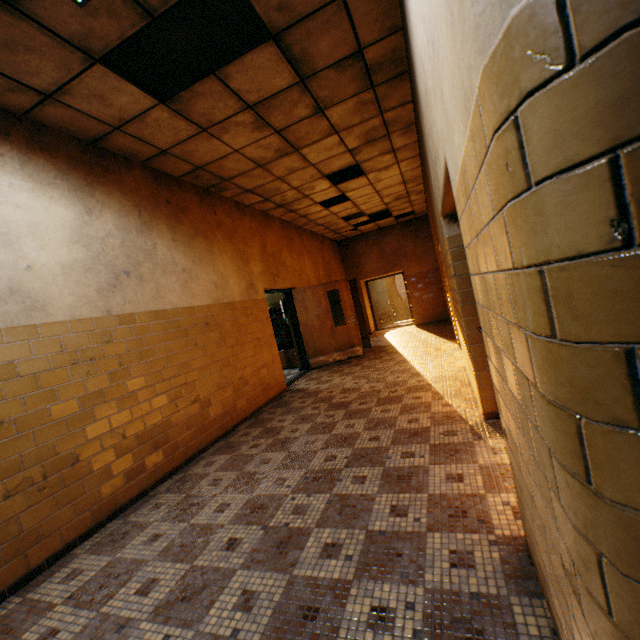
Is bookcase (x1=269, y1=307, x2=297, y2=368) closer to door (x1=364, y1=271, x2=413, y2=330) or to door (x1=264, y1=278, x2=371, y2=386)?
door (x1=264, y1=278, x2=371, y2=386)

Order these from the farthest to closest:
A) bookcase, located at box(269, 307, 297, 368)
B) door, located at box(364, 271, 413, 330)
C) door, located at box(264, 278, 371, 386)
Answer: door, located at box(364, 271, 413, 330) → bookcase, located at box(269, 307, 297, 368) → door, located at box(264, 278, 371, 386)

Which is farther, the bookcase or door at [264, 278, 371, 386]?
the bookcase

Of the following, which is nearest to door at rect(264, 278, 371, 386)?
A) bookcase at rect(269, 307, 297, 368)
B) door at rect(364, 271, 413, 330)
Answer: bookcase at rect(269, 307, 297, 368)

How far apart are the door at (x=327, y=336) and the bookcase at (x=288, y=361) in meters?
0.6

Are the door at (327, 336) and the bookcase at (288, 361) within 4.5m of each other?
yes

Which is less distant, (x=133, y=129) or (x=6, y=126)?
(x=6, y=126)
